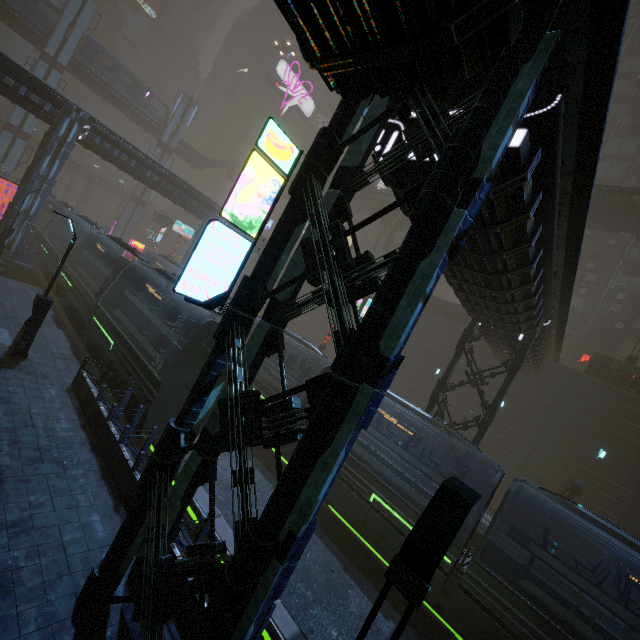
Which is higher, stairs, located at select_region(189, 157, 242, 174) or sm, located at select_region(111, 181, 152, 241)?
stairs, located at select_region(189, 157, 242, 174)

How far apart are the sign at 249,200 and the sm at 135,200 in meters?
52.1

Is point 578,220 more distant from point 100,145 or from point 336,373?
point 100,145

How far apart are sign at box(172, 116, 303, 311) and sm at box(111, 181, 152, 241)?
52.1 meters

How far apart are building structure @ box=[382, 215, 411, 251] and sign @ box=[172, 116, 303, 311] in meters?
36.7 m

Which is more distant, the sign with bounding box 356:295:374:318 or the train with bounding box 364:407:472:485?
the sign with bounding box 356:295:374:318

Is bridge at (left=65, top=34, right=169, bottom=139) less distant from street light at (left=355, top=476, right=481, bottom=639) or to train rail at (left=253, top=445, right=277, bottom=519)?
train rail at (left=253, top=445, right=277, bottom=519)

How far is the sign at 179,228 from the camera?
39.00m
